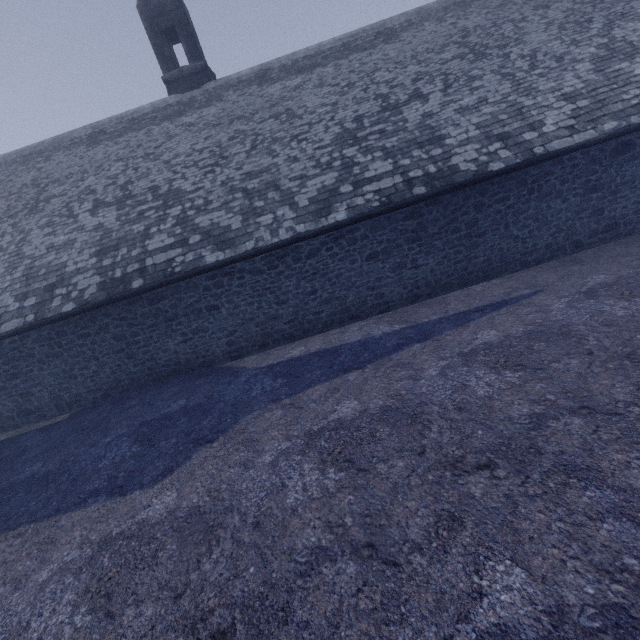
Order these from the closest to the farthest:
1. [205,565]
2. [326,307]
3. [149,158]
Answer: [205,565], [326,307], [149,158]
